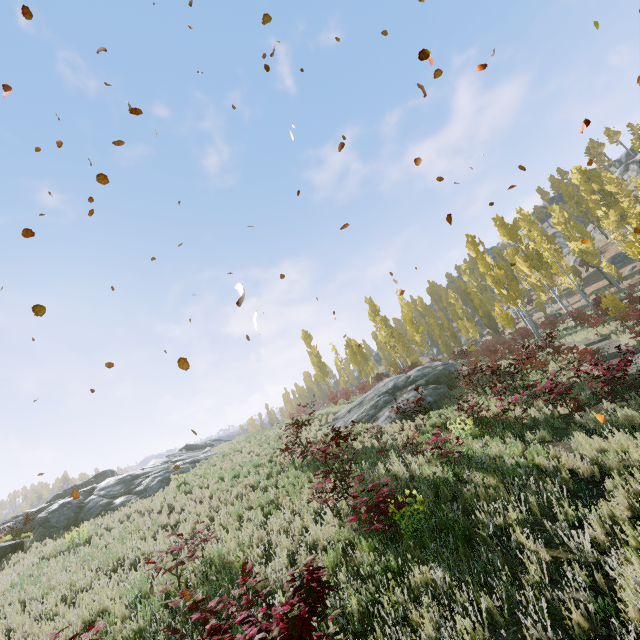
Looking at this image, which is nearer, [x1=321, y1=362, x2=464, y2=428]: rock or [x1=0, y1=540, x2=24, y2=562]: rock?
[x1=0, y1=540, x2=24, y2=562]: rock

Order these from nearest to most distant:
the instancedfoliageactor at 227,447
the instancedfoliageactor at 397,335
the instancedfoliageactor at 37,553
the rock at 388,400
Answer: the instancedfoliageactor at 37,553 → the rock at 388,400 → the instancedfoliageactor at 227,447 → the instancedfoliageactor at 397,335

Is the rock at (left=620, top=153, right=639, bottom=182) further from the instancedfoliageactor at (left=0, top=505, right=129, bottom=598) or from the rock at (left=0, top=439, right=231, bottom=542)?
the rock at (left=0, top=439, right=231, bottom=542)

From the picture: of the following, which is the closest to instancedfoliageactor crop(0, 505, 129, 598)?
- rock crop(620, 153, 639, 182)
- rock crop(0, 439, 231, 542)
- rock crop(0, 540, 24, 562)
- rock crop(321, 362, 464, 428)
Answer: rock crop(321, 362, 464, 428)

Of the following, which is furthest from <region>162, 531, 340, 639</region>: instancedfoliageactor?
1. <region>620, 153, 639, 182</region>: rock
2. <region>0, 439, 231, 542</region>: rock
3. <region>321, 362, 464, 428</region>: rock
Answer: <region>620, 153, 639, 182</region>: rock

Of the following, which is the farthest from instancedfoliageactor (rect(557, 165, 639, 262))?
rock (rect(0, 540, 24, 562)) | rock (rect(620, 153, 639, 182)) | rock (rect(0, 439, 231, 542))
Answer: rock (rect(0, 540, 24, 562))

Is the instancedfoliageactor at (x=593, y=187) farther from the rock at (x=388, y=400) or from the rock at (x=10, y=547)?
the rock at (x=10, y=547)

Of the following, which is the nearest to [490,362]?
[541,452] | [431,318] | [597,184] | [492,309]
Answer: [541,452]
